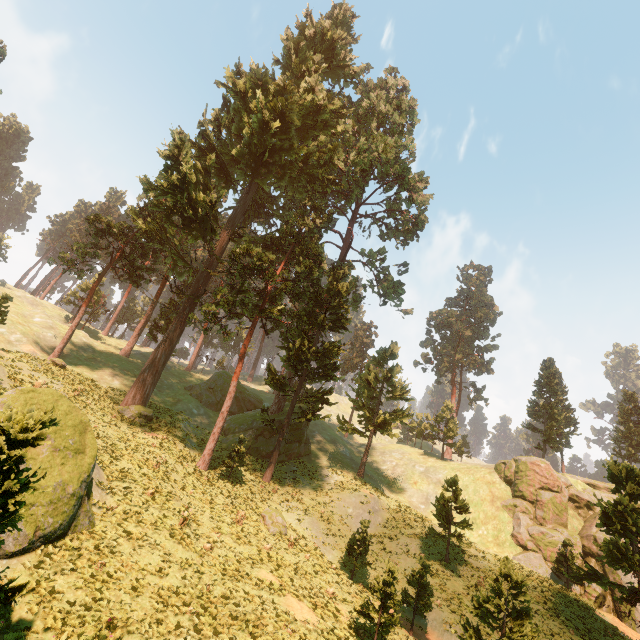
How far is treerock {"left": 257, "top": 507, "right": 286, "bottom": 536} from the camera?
20.9 meters

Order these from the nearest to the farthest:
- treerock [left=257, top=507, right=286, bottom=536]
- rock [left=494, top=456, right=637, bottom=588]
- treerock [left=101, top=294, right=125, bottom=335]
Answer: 1. treerock [left=257, top=507, right=286, bottom=536]
2. rock [left=494, top=456, right=637, bottom=588]
3. treerock [left=101, top=294, right=125, bottom=335]

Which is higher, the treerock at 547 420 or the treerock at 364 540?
the treerock at 547 420

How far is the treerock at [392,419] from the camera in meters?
37.2

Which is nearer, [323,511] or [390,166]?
[323,511]

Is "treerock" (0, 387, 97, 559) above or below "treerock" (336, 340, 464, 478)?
below
